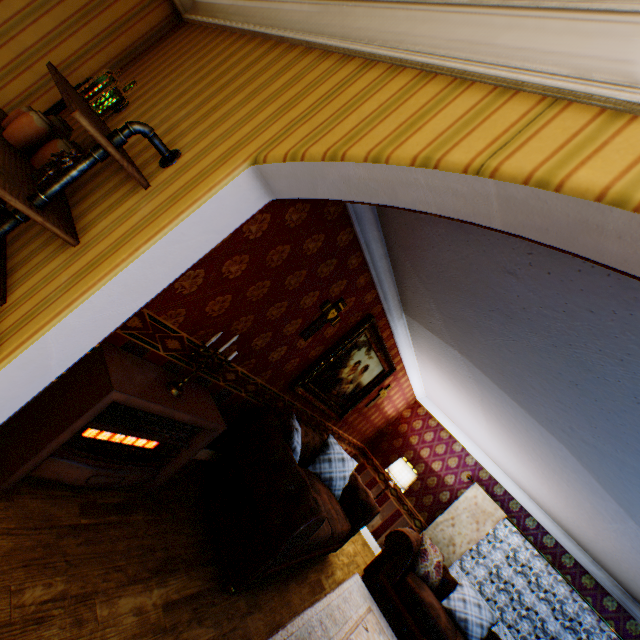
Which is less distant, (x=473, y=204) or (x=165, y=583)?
(x=473, y=204)

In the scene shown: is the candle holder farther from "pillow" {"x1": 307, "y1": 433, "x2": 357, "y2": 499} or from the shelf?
"pillow" {"x1": 307, "y1": 433, "x2": 357, "y2": 499}

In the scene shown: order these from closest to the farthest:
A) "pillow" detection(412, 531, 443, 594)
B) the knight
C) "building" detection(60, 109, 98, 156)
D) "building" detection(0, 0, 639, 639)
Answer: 1. "building" detection(0, 0, 639, 639)
2. the knight
3. "building" detection(60, 109, 98, 156)
4. "pillow" detection(412, 531, 443, 594)

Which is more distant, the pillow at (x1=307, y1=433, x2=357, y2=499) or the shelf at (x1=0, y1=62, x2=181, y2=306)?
the pillow at (x1=307, y1=433, x2=357, y2=499)

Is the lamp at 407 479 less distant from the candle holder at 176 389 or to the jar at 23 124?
the candle holder at 176 389

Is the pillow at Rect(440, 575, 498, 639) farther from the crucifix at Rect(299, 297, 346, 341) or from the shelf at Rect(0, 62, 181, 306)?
the shelf at Rect(0, 62, 181, 306)

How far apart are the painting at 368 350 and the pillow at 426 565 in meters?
2.8

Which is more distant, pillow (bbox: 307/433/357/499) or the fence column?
the fence column
